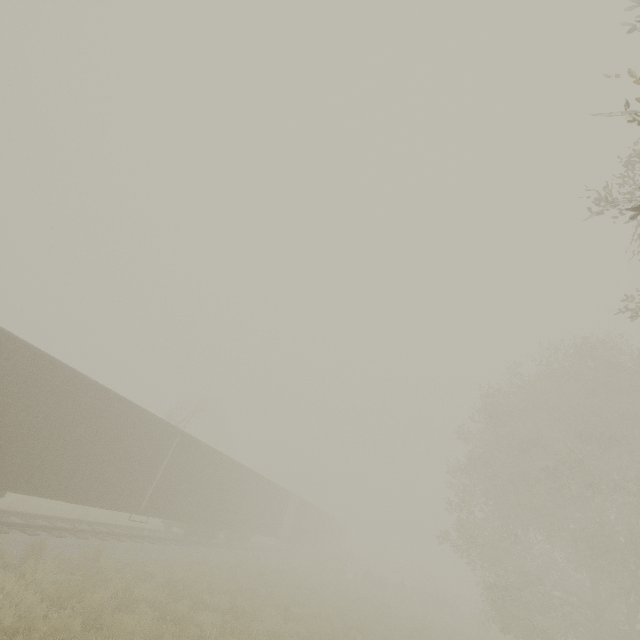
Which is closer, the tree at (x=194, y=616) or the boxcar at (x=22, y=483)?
the tree at (x=194, y=616)

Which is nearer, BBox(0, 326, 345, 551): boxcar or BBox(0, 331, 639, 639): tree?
BBox(0, 331, 639, 639): tree

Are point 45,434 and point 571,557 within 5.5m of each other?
no
